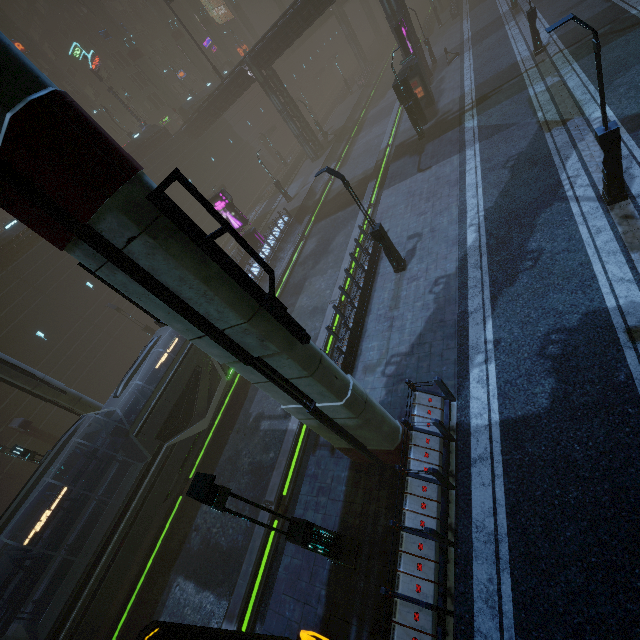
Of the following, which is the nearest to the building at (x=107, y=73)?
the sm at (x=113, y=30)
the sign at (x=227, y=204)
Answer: the sign at (x=227, y=204)

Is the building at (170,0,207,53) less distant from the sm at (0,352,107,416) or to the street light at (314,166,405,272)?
the sm at (0,352,107,416)

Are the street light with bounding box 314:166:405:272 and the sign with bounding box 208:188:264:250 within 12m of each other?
no

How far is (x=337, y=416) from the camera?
7.59m

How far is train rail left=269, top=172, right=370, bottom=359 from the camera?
17.8 meters

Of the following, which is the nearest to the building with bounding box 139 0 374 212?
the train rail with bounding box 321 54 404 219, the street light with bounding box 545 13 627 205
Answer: the train rail with bounding box 321 54 404 219

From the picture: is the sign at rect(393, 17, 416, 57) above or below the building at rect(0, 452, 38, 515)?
above

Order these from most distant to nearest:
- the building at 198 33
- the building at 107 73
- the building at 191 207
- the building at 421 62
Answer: the building at 198 33
the building at 107 73
the building at 191 207
the building at 421 62
